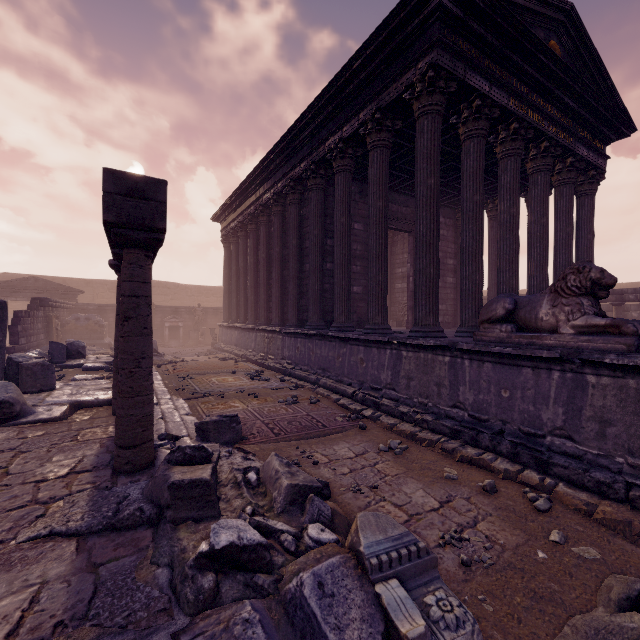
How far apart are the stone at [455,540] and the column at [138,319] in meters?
3.0 m

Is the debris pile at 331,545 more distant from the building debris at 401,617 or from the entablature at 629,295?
the entablature at 629,295

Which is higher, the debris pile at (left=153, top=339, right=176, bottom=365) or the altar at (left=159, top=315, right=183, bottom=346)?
the altar at (left=159, top=315, right=183, bottom=346)

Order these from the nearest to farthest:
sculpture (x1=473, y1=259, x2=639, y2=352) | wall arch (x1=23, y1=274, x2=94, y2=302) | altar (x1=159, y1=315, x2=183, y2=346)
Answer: sculpture (x1=473, y1=259, x2=639, y2=352), altar (x1=159, y1=315, x2=183, y2=346), wall arch (x1=23, y1=274, x2=94, y2=302)

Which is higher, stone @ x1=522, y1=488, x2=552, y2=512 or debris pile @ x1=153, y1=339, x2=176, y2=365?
debris pile @ x1=153, y1=339, x2=176, y2=365

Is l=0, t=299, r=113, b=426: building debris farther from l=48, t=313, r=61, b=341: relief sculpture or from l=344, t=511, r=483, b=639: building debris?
l=344, t=511, r=483, b=639: building debris

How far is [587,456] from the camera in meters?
3.7

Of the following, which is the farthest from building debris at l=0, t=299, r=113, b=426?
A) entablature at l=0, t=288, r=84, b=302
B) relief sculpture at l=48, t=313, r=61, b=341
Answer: entablature at l=0, t=288, r=84, b=302
